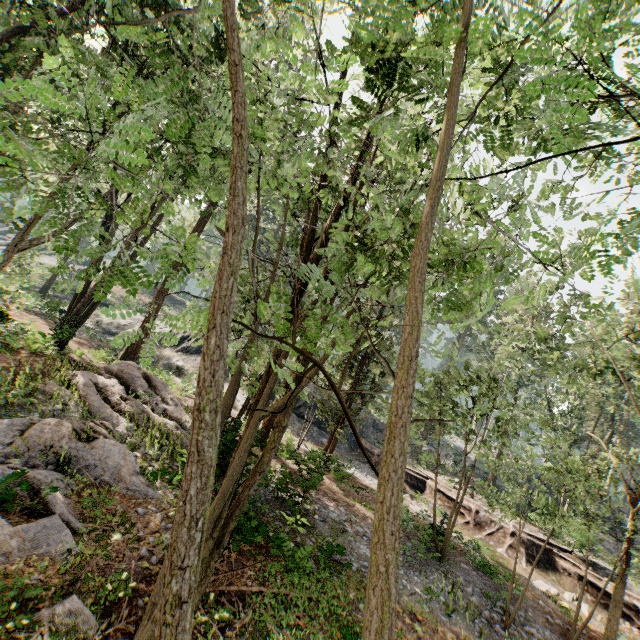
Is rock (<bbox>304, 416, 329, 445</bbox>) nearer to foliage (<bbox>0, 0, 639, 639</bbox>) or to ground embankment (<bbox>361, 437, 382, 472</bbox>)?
ground embankment (<bbox>361, 437, 382, 472</bbox>)

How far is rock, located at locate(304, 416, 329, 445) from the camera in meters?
29.2 m

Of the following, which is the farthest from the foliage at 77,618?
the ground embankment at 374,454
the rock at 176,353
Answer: the rock at 176,353

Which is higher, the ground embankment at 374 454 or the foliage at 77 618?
the ground embankment at 374 454

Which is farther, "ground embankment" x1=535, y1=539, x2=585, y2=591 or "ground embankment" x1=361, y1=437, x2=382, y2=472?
"ground embankment" x1=361, y1=437, x2=382, y2=472

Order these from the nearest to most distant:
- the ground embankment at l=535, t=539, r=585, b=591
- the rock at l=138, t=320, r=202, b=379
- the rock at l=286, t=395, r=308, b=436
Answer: the ground embankment at l=535, t=539, r=585, b=591
the rock at l=286, t=395, r=308, b=436
the rock at l=138, t=320, r=202, b=379

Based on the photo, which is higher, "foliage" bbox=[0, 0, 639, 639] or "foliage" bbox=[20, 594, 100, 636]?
"foliage" bbox=[0, 0, 639, 639]

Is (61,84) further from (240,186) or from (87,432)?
(240,186)
